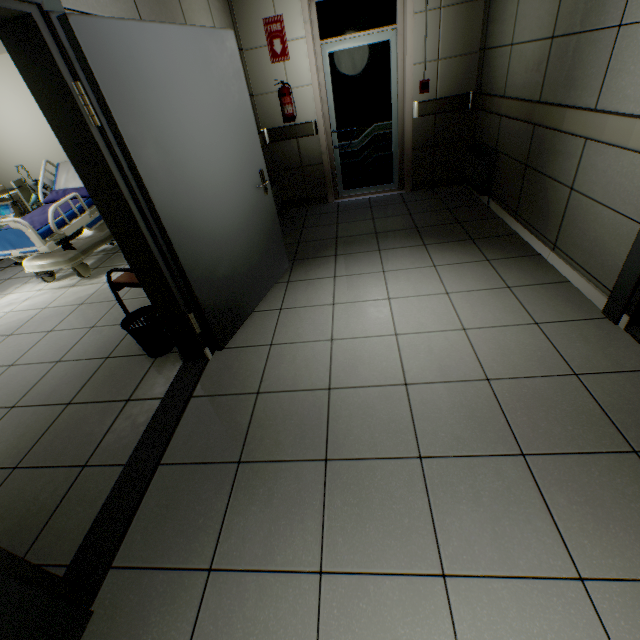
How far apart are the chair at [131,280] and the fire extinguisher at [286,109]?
2.7 meters

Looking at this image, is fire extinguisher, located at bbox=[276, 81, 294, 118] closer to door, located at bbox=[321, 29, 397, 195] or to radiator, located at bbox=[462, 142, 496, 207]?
door, located at bbox=[321, 29, 397, 195]

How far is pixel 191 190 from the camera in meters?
2.2 m

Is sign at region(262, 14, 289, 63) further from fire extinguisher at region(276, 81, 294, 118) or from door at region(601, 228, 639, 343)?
door at region(601, 228, 639, 343)

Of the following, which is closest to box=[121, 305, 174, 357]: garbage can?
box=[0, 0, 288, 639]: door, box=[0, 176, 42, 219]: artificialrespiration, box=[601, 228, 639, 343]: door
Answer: box=[0, 0, 288, 639]: door

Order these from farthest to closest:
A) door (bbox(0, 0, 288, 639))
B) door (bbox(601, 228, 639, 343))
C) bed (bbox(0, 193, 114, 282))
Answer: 1. bed (bbox(0, 193, 114, 282))
2. door (bbox(601, 228, 639, 343))
3. door (bbox(0, 0, 288, 639))

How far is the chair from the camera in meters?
2.8 m

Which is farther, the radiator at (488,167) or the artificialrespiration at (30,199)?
the artificialrespiration at (30,199)
